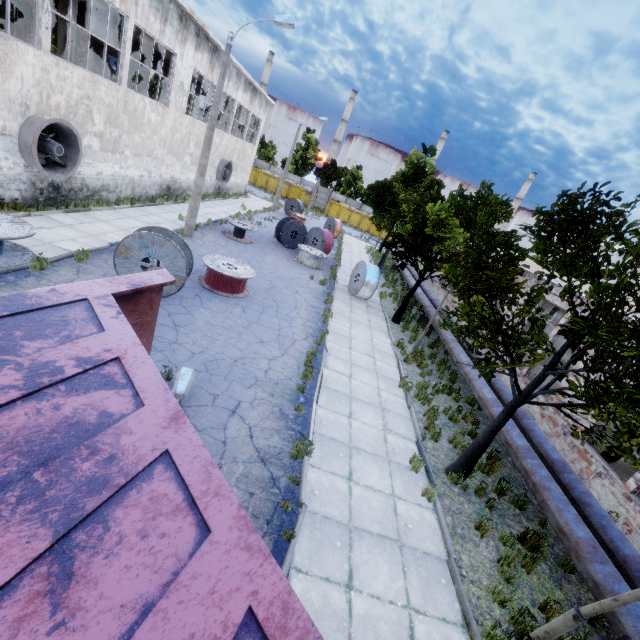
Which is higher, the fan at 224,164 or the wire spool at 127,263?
the fan at 224,164

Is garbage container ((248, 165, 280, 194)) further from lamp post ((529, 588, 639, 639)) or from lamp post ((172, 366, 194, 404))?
lamp post ((529, 588, 639, 639))

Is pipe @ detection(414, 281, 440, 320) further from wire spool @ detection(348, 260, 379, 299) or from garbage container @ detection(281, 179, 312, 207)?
garbage container @ detection(281, 179, 312, 207)

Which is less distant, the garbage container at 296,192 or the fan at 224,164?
the fan at 224,164

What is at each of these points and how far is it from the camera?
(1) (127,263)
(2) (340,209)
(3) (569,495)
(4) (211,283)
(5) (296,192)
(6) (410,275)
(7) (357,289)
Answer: (1) wire spool, 9.5m
(2) garbage container, 50.6m
(3) pipe, 7.6m
(4) wire spool, 12.3m
(5) garbage container, 50.3m
(6) pipe, 24.5m
(7) wire spool, 17.8m

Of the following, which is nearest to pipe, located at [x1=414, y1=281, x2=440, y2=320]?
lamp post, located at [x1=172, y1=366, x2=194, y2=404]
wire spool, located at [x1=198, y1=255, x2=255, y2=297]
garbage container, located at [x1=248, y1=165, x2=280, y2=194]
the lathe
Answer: the lathe

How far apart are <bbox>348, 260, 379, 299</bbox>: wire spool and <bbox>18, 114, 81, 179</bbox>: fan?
13.5 meters

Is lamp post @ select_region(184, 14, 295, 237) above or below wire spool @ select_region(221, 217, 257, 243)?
above
